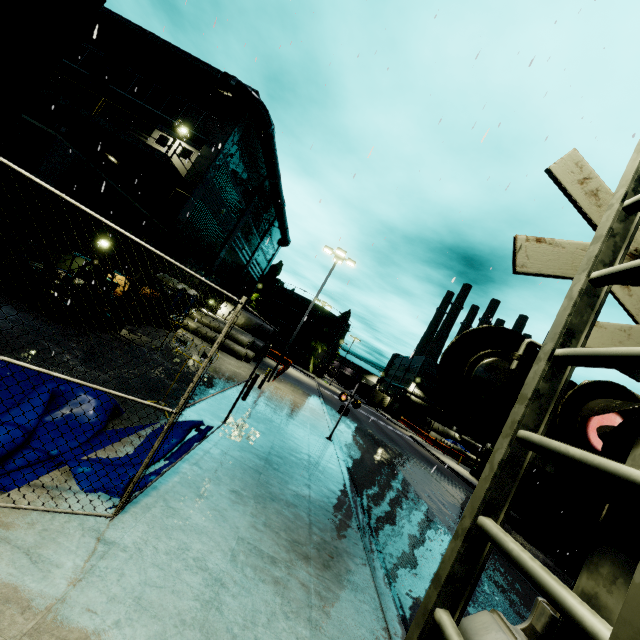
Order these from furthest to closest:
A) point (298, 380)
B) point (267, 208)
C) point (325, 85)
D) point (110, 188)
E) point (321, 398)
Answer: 1. point (298, 380)
2. point (267, 208)
3. point (321, 398)
4. point (110, 188)
5. point (325, 85)

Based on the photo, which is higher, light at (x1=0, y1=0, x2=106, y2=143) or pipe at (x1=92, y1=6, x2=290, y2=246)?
pipe at (x1=92, y1=6, x2=290, y2=246)

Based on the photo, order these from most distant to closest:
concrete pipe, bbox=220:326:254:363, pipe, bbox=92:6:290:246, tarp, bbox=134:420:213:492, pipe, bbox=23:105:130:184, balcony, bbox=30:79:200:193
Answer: concrete pipe, bbox=220:326:254:363, pipe, bbox=92:6:290:246, pipe, bbox=23:105:130:184, balcony, bbox=30:79:200:193, tarp, bbox=134:420:213:492

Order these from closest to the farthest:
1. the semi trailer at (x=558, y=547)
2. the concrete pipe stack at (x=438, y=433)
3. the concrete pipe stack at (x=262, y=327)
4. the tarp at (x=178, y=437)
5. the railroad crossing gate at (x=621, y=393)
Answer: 1. the railroad crossing gate at (x=621, y=393)
2. the tarp at (x=178, y=437)
3. the semi trailer at (x=558, y=547)
4. the concrete pipe stack at (x=262, y=327)
5. the concrete pipe stack at (x=438, y=433)

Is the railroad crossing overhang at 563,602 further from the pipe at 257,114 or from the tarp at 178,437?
the tarp at 178,437

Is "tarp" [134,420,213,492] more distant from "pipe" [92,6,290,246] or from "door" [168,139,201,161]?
"door" [168,139,201,161]

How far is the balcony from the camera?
15.2 meters

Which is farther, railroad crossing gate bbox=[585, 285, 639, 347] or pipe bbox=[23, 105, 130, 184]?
pipe bbox=[23, 105, 130, 184]
